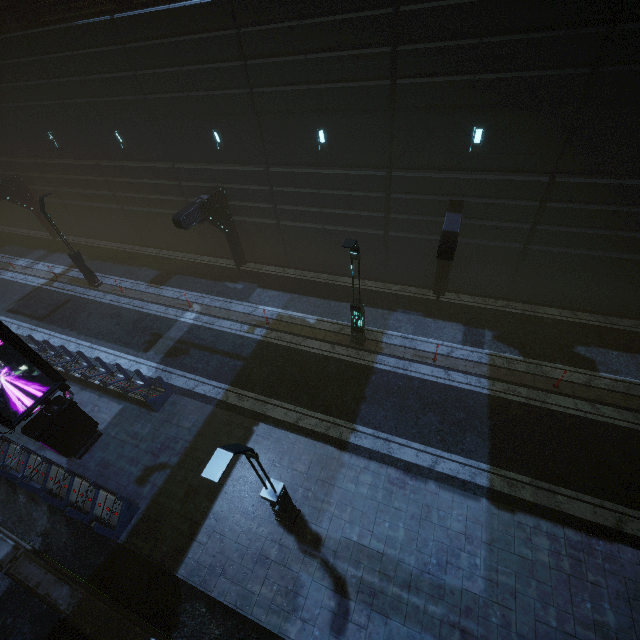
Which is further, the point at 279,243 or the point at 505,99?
the point at 279,243

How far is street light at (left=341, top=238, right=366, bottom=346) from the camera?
10.7m

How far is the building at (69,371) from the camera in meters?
13.1

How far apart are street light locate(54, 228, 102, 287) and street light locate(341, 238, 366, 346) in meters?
16.7 m

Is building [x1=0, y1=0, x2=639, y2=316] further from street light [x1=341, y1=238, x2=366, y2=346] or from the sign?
street light [x1=341, y1=238, x2=366, y2=346]

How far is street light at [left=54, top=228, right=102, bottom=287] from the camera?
18.8 meters

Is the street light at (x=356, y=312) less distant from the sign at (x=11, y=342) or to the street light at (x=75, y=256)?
the sign at (x=11, y=342)

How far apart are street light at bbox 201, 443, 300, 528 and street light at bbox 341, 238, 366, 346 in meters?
6.6
